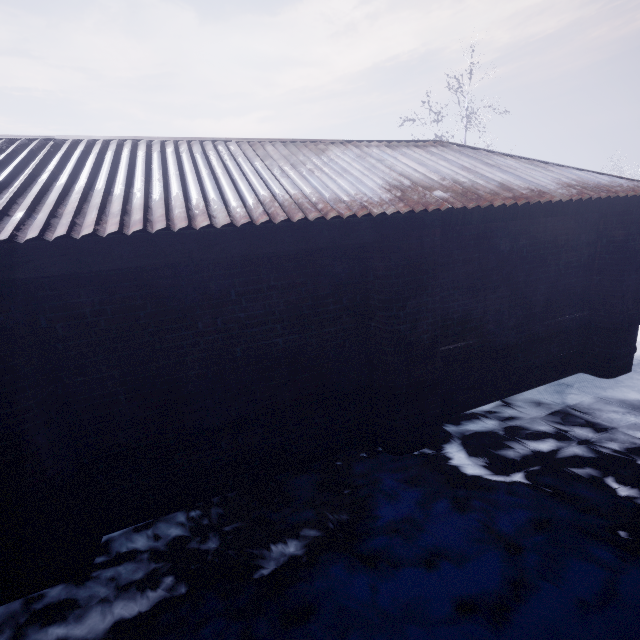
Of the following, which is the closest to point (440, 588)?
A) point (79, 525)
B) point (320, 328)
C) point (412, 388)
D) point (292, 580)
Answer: point (292, 580)
